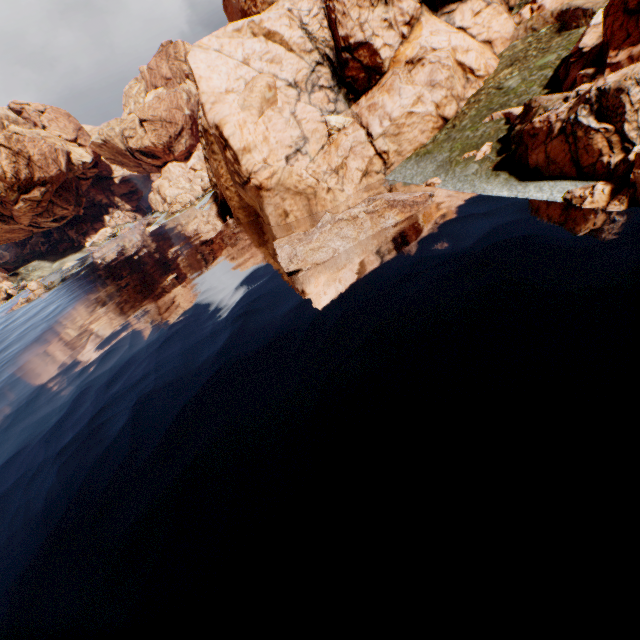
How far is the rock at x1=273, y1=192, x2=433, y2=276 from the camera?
23.9 meters

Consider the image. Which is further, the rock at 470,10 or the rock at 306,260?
the rock at 306,260

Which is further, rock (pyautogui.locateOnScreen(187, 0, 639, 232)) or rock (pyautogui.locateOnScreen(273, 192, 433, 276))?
rock (pyautogui.locateOnScreen(273, 192, 433, 276))

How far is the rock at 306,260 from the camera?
23.9m

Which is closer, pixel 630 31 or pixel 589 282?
pixel 589 282
